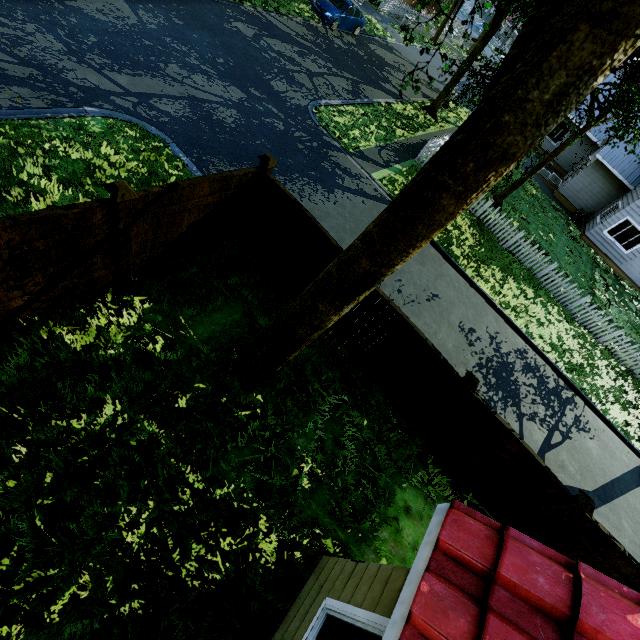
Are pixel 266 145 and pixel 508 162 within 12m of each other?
yes

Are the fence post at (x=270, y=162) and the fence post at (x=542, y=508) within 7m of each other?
no

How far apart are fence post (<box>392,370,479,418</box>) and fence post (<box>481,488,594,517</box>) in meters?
2.5

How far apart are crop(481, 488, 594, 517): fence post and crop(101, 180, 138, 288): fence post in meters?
8.6

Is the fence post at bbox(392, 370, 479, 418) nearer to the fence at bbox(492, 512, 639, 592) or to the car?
the fence at bbox(492, 512, 639, 592)

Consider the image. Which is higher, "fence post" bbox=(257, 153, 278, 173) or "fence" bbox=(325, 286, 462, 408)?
"fence post" bbox=(257, 153, 278, 173)

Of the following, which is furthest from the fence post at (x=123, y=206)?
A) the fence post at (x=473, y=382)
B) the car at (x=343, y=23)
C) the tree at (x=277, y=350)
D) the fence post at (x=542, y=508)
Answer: the car at (x=343, y=23)

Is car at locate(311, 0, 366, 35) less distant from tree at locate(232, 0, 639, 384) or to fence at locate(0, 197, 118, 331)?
tree at locate(232, 0, 639, 384)
